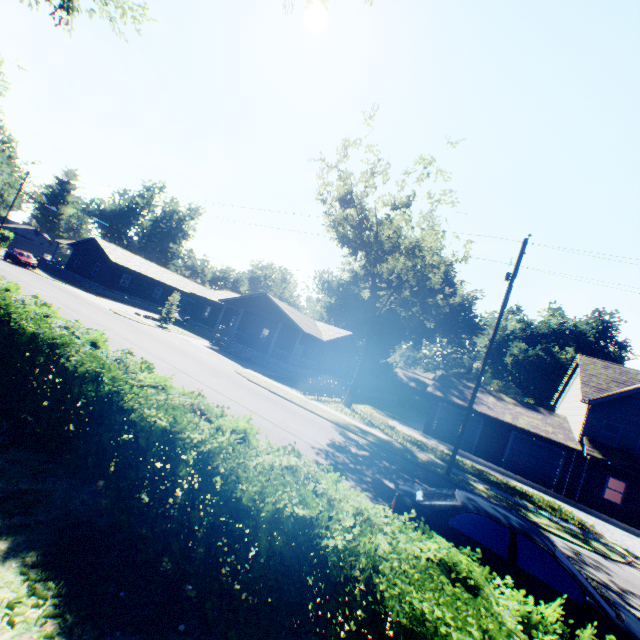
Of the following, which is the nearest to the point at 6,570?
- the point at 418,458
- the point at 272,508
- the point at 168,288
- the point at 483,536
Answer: the point at 272,508

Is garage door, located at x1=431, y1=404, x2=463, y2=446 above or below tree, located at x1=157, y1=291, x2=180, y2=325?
below

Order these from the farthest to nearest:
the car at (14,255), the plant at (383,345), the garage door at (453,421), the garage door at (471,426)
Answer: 1. the plant at (383,345)
2. the car at (14,255)
3. the garage door at (453,421)
4. the garage door at (471,426)

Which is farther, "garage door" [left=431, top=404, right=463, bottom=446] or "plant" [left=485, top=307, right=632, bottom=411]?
"plant" [left=485, top=307, right=632, bottom=411]

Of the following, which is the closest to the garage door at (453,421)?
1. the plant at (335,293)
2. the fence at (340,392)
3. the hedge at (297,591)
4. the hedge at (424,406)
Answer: the fence at (340,392)

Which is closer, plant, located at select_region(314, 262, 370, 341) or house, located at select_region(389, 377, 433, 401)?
plant, located at select_region(314, 262, 370, 341)

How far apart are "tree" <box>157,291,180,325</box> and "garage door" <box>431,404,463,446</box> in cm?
2661
